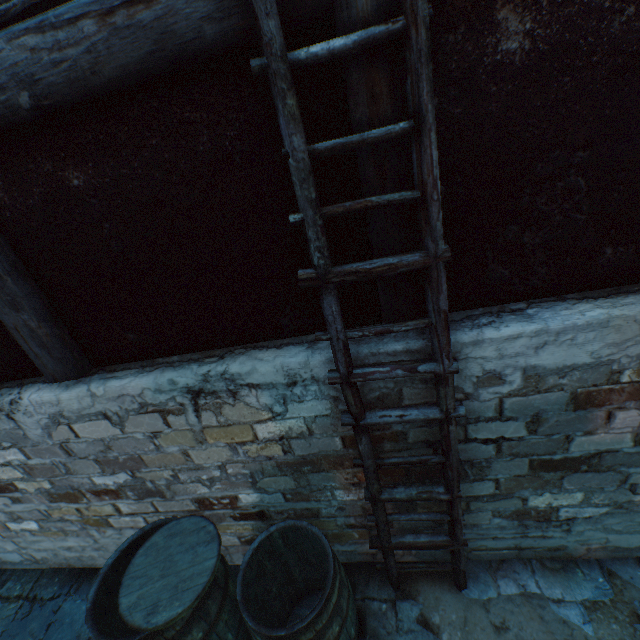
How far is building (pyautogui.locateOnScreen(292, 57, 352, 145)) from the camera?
1.2 meters

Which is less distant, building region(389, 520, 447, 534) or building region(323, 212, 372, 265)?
building region(323, 212, 372, 265)

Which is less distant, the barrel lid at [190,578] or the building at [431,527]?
the barrel lid at [190,578]

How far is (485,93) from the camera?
1.15m

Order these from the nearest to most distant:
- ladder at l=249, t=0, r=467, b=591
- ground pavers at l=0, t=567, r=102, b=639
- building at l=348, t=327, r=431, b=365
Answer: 1. ladder at l=249, t=0, r=467, b=591
2. building at l=348, t=327, r=431, b=365
3. ground pavers at l=0, t=567, r=102, b=639

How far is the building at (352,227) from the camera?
1.4 meters
